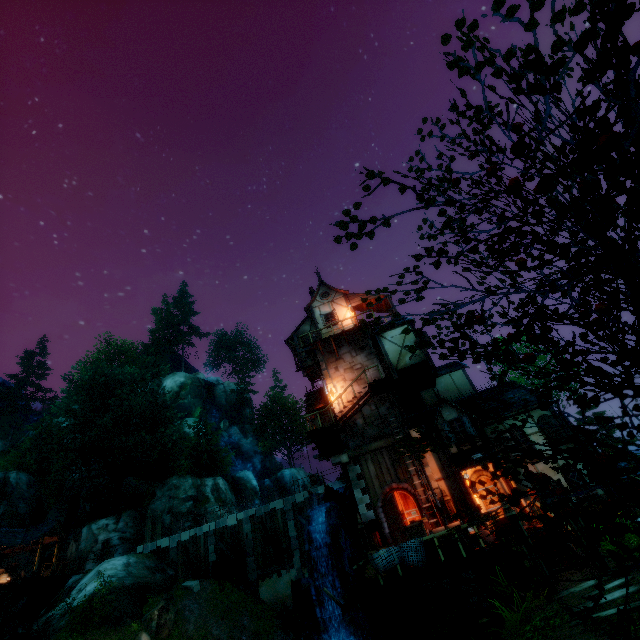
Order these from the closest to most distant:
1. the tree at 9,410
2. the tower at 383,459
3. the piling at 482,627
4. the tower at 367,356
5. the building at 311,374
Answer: the piling at 482,627, the tower at 383,459, the tower at 367,356, the building at 311,374, the tree at 9,410

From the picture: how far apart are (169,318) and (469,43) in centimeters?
6336cm

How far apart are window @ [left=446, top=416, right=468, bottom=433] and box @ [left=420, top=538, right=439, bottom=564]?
4.2m

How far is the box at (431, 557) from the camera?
12.1m

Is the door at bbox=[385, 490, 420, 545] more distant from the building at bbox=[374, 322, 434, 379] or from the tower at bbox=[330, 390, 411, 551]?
the building at bbox=[374, 322, 434, 379]

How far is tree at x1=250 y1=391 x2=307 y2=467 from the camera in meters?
53.8

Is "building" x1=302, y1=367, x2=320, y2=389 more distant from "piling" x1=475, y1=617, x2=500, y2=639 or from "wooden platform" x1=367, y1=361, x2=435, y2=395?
"piling" x1=475, y1=617, x2=500, y2=639

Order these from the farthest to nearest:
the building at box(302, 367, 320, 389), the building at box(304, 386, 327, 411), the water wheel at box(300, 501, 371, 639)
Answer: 1. the building at box(302, 367, 320, 389)
2. the building at box(304, 386, 327, 411)
3. the water wheel at box(300, 501, 371, 639)
